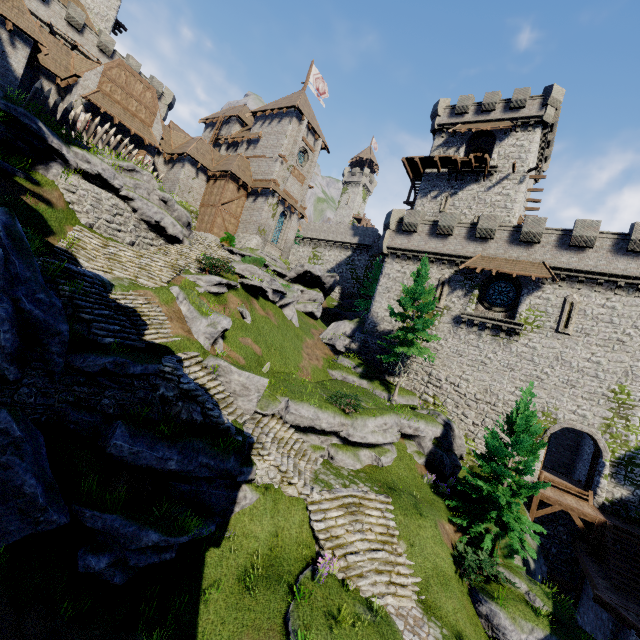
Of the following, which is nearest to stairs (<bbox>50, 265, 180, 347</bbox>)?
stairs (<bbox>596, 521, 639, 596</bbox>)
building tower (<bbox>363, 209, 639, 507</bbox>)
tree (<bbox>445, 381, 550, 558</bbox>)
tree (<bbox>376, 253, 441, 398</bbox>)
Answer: tree (<bbox>445, 381, 550, 558</bbox>)

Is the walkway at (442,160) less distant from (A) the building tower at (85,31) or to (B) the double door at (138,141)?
(B) the double door at (138,141)

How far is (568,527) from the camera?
19.2m

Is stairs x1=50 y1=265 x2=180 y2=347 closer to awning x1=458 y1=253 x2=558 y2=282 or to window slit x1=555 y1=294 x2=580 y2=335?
window slit x1=555 y1=294 x2=580 y2=335

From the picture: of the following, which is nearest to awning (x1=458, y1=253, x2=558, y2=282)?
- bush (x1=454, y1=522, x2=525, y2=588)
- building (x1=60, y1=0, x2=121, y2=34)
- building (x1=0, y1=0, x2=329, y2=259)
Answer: bush (x1=454, y1=522, x2=525, y2=588)

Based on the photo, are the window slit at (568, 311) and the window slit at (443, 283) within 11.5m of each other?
yes

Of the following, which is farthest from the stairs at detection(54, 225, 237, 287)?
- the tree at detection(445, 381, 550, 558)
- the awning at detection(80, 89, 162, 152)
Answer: the tree at detection(445, 381, 550, 558)

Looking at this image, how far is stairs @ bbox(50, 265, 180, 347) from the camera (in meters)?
10.92
